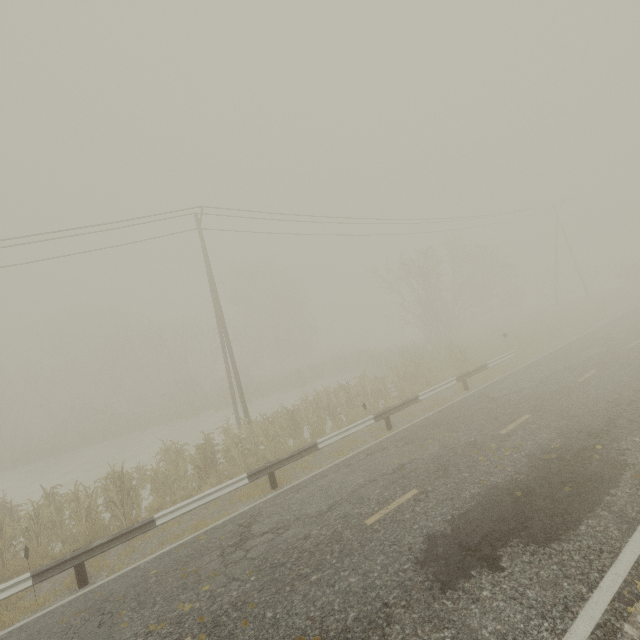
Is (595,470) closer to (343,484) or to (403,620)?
(403,620)
